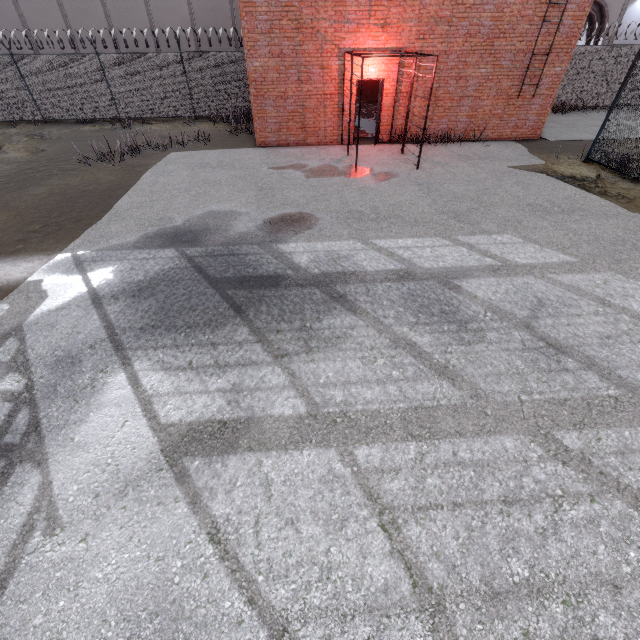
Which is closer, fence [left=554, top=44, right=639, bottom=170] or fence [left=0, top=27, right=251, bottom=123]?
fence [left=554, top=44, right=639, bottom=170]

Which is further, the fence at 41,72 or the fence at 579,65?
the fence at 41,72

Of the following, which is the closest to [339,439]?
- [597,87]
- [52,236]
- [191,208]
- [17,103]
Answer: [191,208]
